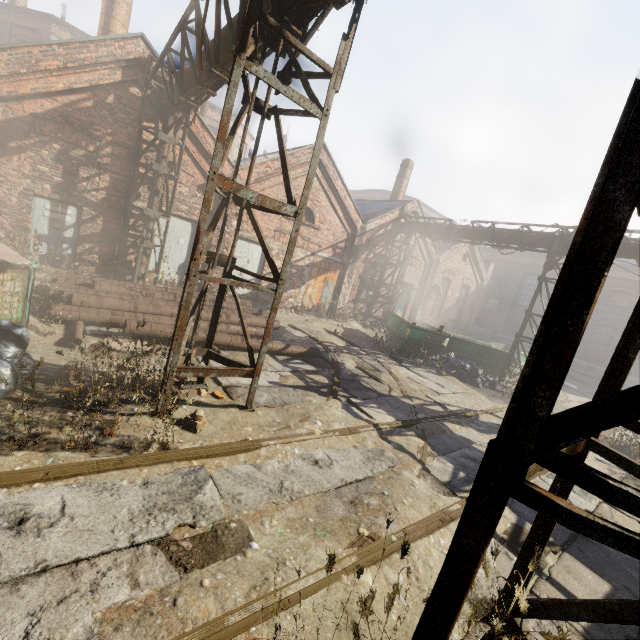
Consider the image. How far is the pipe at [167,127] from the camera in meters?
9.8

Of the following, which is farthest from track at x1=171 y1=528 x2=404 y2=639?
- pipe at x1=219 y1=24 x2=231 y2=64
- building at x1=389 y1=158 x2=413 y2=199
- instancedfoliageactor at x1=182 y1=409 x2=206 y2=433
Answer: building at x1=389 y1=158 x2=413 y2=199

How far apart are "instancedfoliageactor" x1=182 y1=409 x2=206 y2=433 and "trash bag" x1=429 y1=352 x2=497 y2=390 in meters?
9.8 m

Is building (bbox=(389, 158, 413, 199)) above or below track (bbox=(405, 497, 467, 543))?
above

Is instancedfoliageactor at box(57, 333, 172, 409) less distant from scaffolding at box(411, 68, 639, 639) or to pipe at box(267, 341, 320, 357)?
scaffolding at box(411, 68, 639, 639)

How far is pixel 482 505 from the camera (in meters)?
1.12

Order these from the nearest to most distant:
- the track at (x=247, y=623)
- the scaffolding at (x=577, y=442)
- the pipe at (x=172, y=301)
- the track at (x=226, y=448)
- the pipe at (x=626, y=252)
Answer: the scaffolding at (x=577, y=442), the track at (x=247, y=623), the track at (x=226, y=448), the pipe at (x=172, y=301), the pipe at (x=626, y=252)

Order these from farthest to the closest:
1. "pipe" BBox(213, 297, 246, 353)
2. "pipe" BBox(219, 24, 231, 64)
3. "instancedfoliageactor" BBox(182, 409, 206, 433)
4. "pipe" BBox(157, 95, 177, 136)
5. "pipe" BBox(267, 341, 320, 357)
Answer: "pipe" BBox(157, 95, 177, 136) → "pipe" BBox(267, 341, 320, 357) → "pipe" BBox(213, 297, 246, 353) → "pipe" BBox(219, 24, 231, 64) → "instancedfoliageactor" BBox(182, 409, 206, 433)
